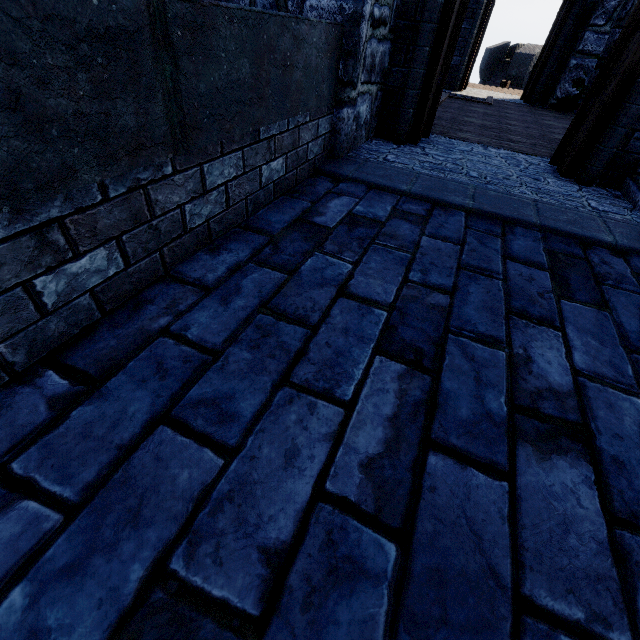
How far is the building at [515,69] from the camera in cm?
2162

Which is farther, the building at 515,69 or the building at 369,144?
A: the building at 515,69

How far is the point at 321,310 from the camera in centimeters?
158cm

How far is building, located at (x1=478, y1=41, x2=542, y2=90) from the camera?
21.6m

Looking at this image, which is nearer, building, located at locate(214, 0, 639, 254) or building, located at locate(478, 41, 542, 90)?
building, located at locate(214, 0, 639, 254)
